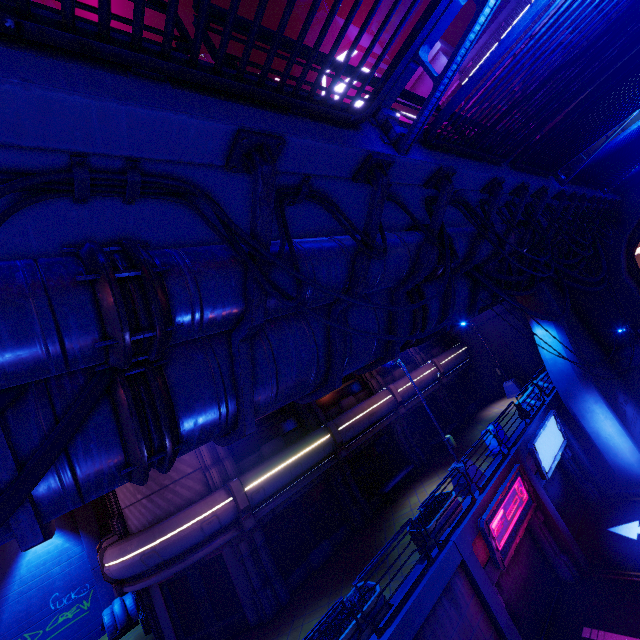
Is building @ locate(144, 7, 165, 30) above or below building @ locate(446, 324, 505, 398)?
above

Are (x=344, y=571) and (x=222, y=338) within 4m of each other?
no

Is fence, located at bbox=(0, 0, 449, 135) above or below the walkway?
above

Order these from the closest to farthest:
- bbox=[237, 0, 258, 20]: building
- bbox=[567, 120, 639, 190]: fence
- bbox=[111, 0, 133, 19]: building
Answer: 1. bbox=[567, 120, 639, 190]: fence
2. bbox=[237, 0, 258, 20]: building
3. bbox=[111, 0, 133, 19]: building

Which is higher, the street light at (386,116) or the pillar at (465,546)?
the street light at (386,116)

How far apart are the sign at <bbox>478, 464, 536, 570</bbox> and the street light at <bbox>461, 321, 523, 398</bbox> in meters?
10.5 m

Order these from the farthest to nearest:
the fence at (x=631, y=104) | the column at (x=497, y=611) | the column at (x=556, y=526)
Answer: the column at (x=556, y=526) → the column at (x=497, y=611) → the fence at (x=631, y=104)

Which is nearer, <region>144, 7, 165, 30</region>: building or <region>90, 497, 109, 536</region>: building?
<region>90, 497, 109, 536</region>: building
